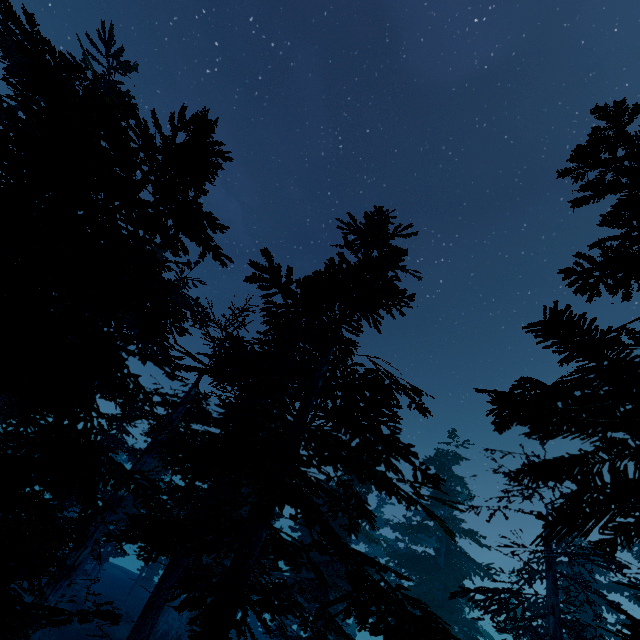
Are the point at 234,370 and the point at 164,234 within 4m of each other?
no

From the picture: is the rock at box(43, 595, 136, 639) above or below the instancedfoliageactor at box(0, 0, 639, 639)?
below

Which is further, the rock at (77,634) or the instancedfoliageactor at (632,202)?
the rock at (77,634)

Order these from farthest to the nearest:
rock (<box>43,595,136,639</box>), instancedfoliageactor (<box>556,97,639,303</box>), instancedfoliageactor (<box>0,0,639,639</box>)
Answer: rock (<box>43,595,136,639</box>)
instancedfoliageactor (<box>556,97,639,303</box>)
instancedfoliageactor (<box>0,0,639,639</box>)

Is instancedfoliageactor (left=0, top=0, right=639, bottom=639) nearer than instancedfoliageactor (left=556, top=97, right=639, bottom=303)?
Yes

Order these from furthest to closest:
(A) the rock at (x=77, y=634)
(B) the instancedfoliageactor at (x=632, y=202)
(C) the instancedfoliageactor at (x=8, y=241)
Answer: (A) the rock at (x=77, y=634)
(B) the instancedfoliageactor at (x=632, y=202)
(C) the instancedfoliageactor at (x=8, y=241)

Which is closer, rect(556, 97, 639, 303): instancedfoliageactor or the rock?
rect(556, 97, 639, 303): instancedfoliageactor
